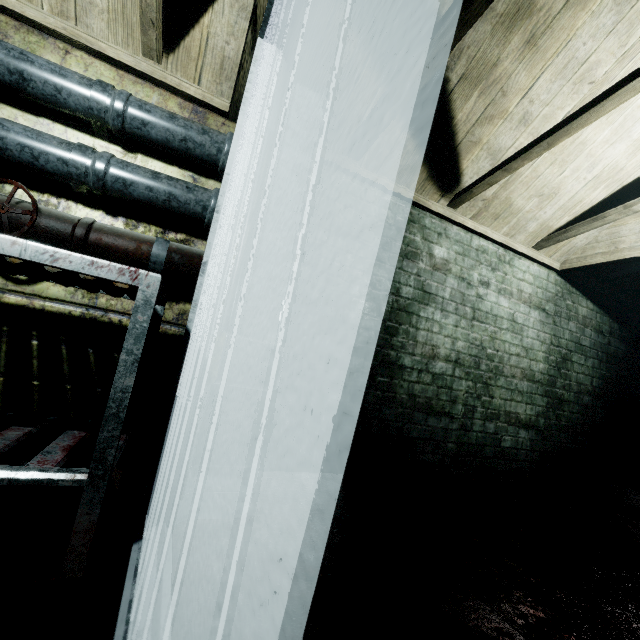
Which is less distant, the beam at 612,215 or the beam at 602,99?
the beam at 602,99

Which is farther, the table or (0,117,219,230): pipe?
(0,117,219,230): pipe

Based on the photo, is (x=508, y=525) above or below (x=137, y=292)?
below

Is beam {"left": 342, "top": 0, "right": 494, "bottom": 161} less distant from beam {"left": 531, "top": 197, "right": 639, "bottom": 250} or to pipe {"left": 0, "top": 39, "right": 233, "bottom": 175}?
beam {"left": 531, "top": 197, "right": 639, "bottom": 250}

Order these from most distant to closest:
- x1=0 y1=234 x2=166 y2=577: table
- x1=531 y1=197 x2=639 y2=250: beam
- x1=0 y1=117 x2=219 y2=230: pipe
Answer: x1=531 y1=197 x2=639 y2=250: beam
x1=0 y1=117 x2=219 y2=230: pipe
x1=0 y1=234 x2=166 y2=577: table

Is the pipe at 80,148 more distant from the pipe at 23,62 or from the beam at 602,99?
the beam at 602,99

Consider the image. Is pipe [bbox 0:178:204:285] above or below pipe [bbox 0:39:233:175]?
below

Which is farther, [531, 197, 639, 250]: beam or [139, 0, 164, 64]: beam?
[531, 197, 639, 250]: beam
